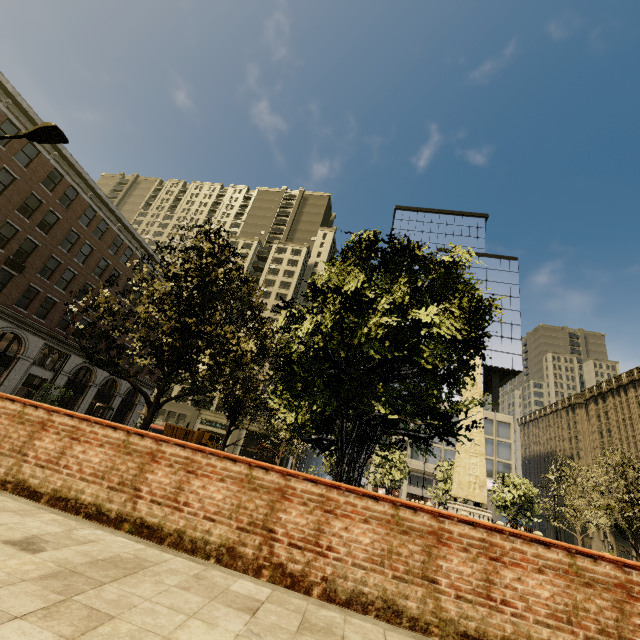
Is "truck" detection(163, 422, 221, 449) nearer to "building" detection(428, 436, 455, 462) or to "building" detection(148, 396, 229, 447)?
"building" detection(148, 396, 229, 447)

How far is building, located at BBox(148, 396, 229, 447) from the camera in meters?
53.3

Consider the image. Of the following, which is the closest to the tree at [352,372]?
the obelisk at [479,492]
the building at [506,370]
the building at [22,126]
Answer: the building at [22,126]

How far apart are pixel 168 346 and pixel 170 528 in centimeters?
630cm

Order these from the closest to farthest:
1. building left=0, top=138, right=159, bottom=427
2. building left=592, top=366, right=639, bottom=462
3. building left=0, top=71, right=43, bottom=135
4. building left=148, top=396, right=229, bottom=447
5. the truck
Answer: building left=0, top=71, right=43, bottom=135, building left=0, top=138, right=159, bottom=427, the truck, building left=592, top=366, right=639, bottom=462, building left=148, top=396, right=229, bottom=447

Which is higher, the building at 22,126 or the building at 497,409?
the building at 22,126

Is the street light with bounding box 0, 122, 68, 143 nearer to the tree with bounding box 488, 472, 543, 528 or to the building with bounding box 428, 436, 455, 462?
the tree with bounding box 488, 472, 543, 528

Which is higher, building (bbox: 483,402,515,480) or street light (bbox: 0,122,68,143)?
building (bbox: 483,402,515,480)
